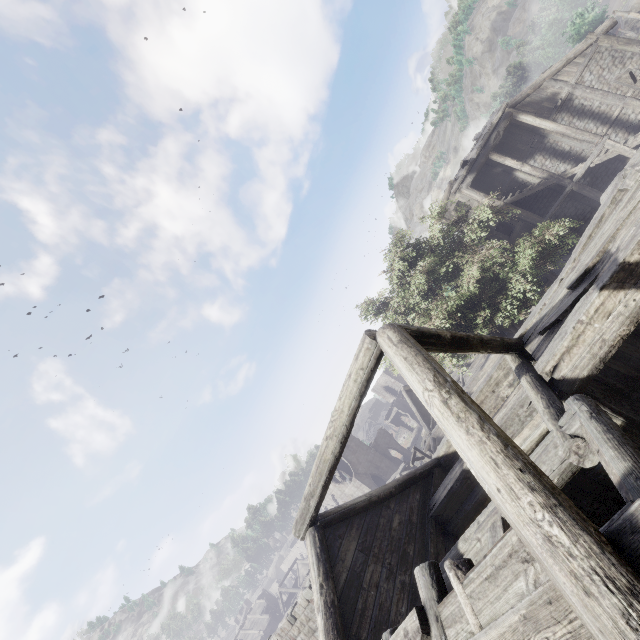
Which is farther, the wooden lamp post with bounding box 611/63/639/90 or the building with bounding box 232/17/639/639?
the wooden lamp post with bounding box 611/63/639/90

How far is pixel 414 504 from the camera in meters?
8.4 m

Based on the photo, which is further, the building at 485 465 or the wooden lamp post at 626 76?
the wooden lamp post at 626 76
